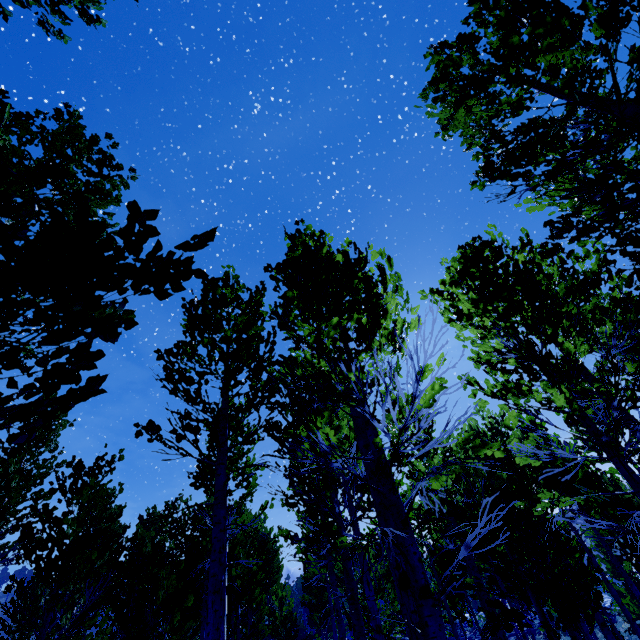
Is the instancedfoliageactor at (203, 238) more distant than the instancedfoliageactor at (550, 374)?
No

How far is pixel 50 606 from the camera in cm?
612

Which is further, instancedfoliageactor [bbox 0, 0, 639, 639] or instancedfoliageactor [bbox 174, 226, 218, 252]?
instancedfoliageactor [bbox 0, 0, 639, 639]

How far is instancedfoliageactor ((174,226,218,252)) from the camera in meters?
1.5 m

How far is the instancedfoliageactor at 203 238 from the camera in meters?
1.5
